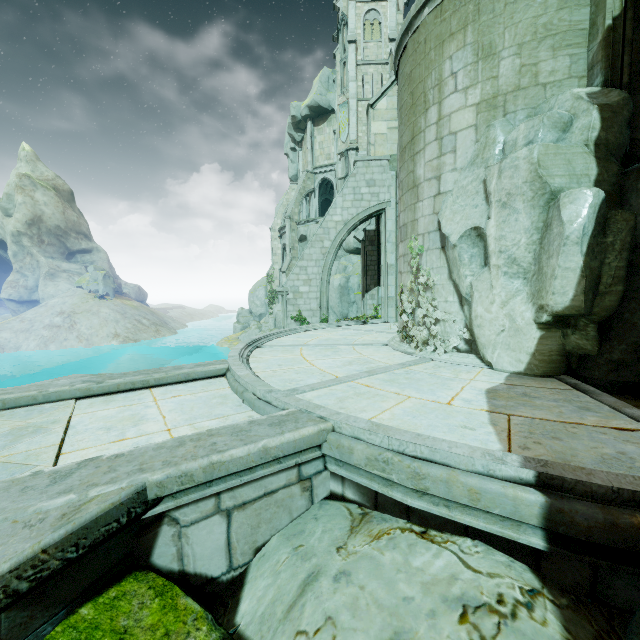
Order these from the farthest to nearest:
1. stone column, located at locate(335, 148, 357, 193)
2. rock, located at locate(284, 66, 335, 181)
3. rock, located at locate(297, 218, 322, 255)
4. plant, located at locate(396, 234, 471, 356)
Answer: rock, located at locate(284, 66, 335, 181), rock, located at locate(297, 218, 322, 255), stone column, located at locate(335, 148, 357, 193), plant, located at locate(396, 234, 471, 356)

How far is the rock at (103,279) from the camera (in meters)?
51.31

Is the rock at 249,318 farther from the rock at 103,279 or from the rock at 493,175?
the rock at 493,175

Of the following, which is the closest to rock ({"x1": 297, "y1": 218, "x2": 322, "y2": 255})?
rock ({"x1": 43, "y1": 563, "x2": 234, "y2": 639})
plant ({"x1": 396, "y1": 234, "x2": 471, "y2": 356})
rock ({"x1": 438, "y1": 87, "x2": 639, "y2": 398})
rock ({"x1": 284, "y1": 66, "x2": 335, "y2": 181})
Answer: rock ({"x1": 284, "y1": 66, "x2": 335, "y2": 181})

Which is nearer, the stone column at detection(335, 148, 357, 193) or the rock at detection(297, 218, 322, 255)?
the stone column at detection(335, 148, 357, 193)

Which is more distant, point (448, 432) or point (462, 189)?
point (462, 189)

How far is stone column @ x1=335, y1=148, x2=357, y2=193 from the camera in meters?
33.1

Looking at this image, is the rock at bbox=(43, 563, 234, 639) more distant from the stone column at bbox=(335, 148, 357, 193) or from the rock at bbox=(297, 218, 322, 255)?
the stone column at bbox=(335, 148, 357, 193)
